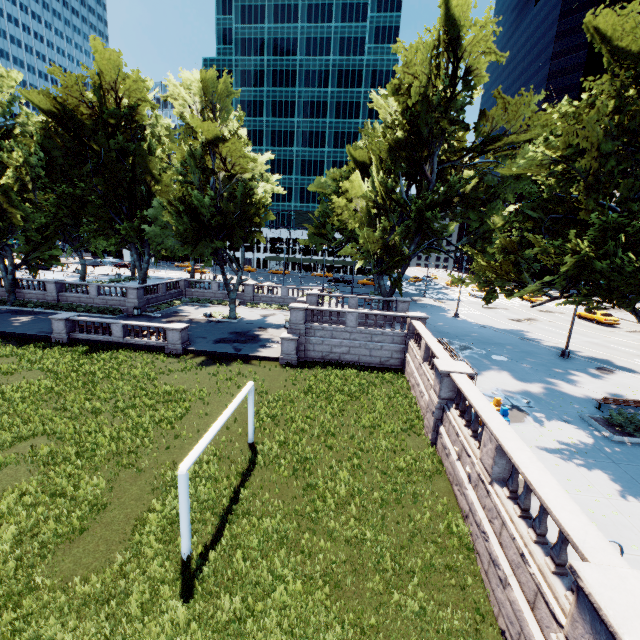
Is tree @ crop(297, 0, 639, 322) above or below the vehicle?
above

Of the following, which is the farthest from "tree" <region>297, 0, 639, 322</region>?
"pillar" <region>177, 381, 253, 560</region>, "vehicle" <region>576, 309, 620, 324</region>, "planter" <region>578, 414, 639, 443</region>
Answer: "vehicle" <region>576, 309, 620, 324</region>

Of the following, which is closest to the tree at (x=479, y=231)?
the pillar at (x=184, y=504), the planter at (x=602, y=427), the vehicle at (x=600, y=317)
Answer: the planter at (x=602, y=427)

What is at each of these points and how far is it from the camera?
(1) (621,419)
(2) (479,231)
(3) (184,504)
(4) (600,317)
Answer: (1) bush, 14.0 meters
(2) tree, 32.0 meters
(3) pillar, 8.8 meters
(4) vehicle, 37.8 meters

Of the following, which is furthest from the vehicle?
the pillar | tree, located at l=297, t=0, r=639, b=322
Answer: the pillar

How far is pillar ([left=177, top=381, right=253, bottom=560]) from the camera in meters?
8.7

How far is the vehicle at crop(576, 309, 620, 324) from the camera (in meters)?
36.94

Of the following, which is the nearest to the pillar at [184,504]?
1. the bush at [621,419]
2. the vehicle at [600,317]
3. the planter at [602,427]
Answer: the planter at [602,427]
